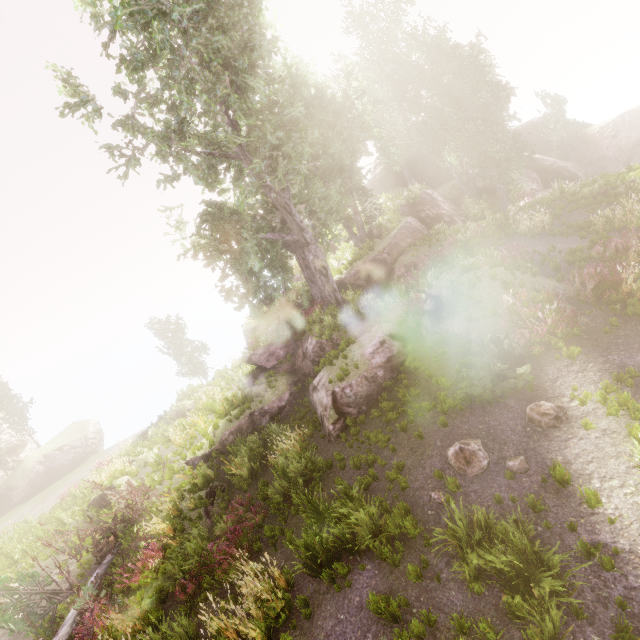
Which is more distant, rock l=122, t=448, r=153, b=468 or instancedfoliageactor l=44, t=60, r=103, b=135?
rock l=122, t=448, r=153, b=468

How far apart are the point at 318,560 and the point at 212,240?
13.4m

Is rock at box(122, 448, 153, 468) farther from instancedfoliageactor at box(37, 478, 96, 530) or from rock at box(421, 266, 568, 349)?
instancedfoliageactor at box(37, 478, 96, 530)

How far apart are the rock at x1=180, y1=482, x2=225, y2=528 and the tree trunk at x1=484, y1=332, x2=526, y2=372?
10.75m

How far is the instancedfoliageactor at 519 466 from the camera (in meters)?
6.71

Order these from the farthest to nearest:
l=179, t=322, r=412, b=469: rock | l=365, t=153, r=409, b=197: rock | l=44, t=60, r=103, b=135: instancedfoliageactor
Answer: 1. l=365, t=153, r=409, b=197: rock
2. l=179, t=322, r=412, b=469: rock
3. l=44, t=60, r=103, b=135: instancedfoliageactor

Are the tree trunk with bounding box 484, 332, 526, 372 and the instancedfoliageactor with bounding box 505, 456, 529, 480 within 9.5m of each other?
yes

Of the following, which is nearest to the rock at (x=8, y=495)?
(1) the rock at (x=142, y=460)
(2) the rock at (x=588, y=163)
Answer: (1) the rock at (x=142, y=460)
